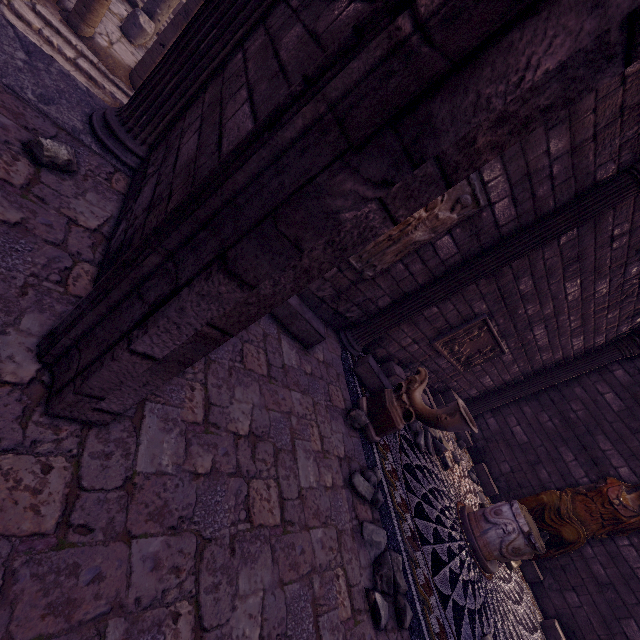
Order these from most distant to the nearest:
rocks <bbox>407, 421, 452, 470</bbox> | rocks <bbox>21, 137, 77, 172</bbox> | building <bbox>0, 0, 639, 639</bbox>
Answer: rocks <bbox>407, 421, 452, 470</bbox>, rocks <bbox>21, 137, 77, 172</bbox>, building <bbox>0, 0, 639, 639</bbox>

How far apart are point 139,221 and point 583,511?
9.15m

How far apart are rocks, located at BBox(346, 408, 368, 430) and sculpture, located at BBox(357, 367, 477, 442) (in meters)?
0.06

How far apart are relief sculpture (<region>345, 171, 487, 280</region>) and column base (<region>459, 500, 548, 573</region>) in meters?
4.3

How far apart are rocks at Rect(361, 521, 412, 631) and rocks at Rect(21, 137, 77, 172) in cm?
397

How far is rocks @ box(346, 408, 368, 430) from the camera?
4.03m

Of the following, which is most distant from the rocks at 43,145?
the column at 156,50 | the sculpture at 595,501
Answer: the sculpture at 595,501

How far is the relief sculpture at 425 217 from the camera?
3.6 meters
